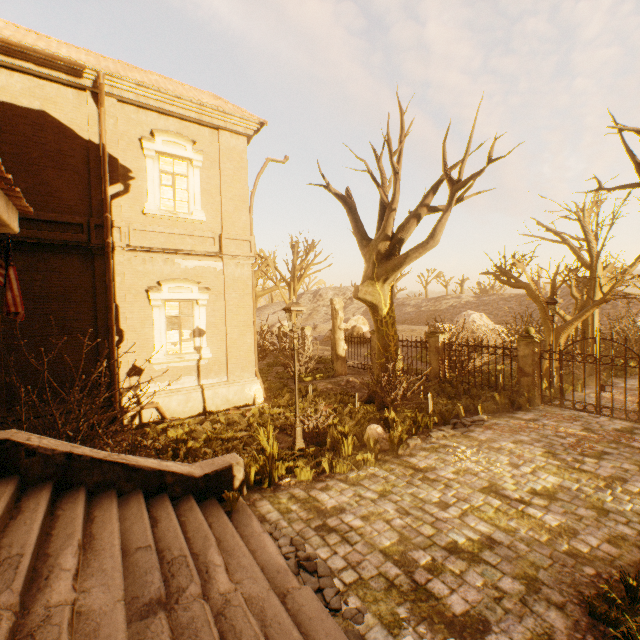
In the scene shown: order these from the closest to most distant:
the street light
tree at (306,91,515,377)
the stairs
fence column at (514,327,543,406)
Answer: the stairs < the street light < tree at (306,91,515,377) < fence column at (514,327,543,406)

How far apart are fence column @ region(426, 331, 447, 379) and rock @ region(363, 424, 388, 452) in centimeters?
Result: 710cm

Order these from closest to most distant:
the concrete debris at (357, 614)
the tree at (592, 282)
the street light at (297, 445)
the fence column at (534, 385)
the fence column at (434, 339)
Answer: the concrete debris at (357, 614), the street light at (297, 445), the fence column at (534, 385), the tree at (592, 282), the fence column at (434, 339)

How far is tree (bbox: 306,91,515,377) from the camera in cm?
909

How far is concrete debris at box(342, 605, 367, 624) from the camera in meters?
3.7

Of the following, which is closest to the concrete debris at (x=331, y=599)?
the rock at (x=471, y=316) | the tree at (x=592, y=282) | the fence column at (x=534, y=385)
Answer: the fence column at (x=534, y=385)

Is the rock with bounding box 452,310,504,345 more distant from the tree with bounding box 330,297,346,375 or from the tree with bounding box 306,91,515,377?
the tree with bounding box 330,297,346,375

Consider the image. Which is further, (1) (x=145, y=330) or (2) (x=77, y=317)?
(1) (x=145, y=330)
